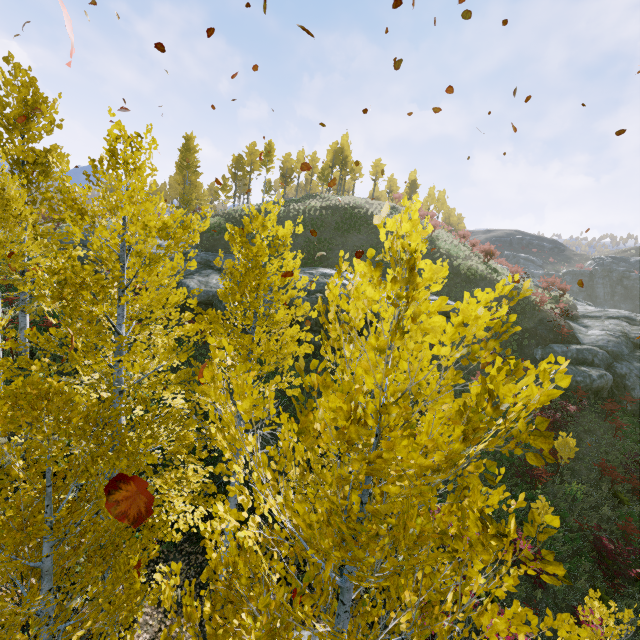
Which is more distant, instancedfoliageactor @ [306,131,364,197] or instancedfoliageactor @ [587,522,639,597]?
instancedfoliageactor @ [306,131,364,197]

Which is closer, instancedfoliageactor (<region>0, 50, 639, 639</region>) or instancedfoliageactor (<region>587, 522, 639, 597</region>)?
instancedfoliageactor (<region>0, 50, 639, 639</region>)

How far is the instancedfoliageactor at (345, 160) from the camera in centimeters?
A: 5075cm

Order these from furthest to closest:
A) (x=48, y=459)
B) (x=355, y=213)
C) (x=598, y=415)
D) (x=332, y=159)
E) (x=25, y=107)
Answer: (x=332, y=159) < (x=355, y=213) < (x=598, y=415) < (x=25, y=107) < (x=48, y=459)

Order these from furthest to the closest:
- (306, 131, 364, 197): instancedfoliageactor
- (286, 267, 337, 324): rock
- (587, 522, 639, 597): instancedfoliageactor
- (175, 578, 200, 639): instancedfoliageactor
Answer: (306, 131, 364, 197): instancedfoliageactor → (286, 267, 337, 324): rock → (587, 522, 639, 597): instancedfoliageactor → (175, 578, 200, 639): instancedfoliageactor

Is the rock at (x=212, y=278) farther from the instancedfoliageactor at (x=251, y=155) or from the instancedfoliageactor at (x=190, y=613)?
the instancedfoliageactor at (x=251, y=155)

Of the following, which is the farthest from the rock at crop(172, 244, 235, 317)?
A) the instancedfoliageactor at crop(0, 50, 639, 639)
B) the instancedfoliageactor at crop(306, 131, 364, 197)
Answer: the instancedfoliageactor at crop(306, 131, 364, 197)

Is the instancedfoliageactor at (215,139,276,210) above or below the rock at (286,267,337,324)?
above
